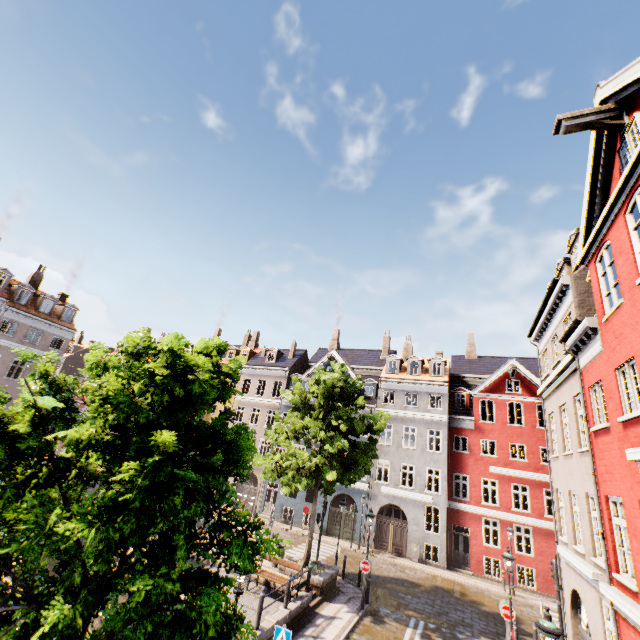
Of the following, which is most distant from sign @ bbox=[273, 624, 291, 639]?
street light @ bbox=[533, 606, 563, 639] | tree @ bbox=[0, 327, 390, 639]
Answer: tree @ bbox=[0, 327, 390, 639]

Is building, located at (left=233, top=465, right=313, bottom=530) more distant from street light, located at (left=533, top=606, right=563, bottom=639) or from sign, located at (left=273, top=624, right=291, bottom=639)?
sign, located at (left=273, top=624, right=291, bottom=639)

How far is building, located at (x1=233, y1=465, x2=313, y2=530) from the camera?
28.0 meters

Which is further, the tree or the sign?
the sign

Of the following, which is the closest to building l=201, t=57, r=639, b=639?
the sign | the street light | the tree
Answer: the street light

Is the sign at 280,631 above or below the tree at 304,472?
below

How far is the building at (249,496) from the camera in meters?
28.0 m

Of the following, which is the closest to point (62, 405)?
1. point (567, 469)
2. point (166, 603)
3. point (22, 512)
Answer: point (22, 512)
